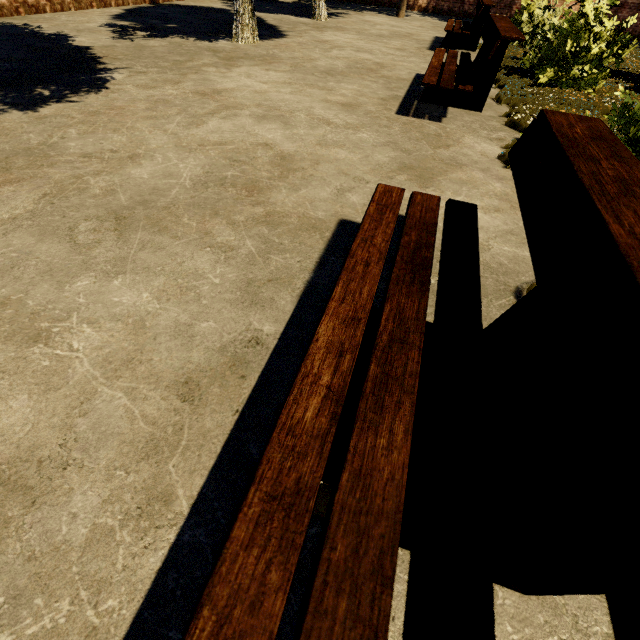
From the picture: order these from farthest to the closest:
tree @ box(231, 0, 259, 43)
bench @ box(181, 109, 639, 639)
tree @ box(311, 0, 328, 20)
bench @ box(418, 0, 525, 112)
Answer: tree @ box(311, 0, 328, 20) → tree @ box(231, 0, 259, 43) → bench @ box(418, 0, 525, 112) → bench @ box(181, 109, 639, 639)

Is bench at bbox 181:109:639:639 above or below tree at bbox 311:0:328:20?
above

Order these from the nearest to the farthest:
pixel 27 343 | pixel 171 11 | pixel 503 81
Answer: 1. pixel 27 343
2. pixel 503 81
3. pixel 171 11

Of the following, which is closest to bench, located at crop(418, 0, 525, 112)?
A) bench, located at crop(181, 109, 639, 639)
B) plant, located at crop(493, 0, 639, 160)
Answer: plant, located at crop(493, 0, 639, 160)

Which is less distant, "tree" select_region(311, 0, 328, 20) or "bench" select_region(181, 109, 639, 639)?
"bench" select_region(181, 109, 639, 639)

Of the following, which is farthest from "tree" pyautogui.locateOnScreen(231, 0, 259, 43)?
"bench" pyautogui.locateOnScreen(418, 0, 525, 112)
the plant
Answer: "bench" pyautogui.locateOnScreen(418, 0, 525, 112)

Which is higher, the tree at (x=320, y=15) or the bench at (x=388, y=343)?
the bench at (x=388, y=343)

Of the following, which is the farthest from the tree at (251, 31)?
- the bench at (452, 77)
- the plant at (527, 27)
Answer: the bench at (452, 77)
